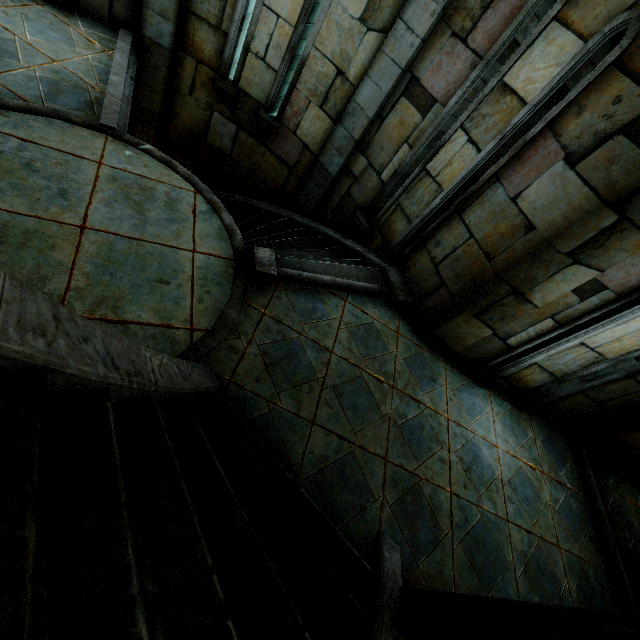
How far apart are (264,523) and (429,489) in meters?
2.2 m
